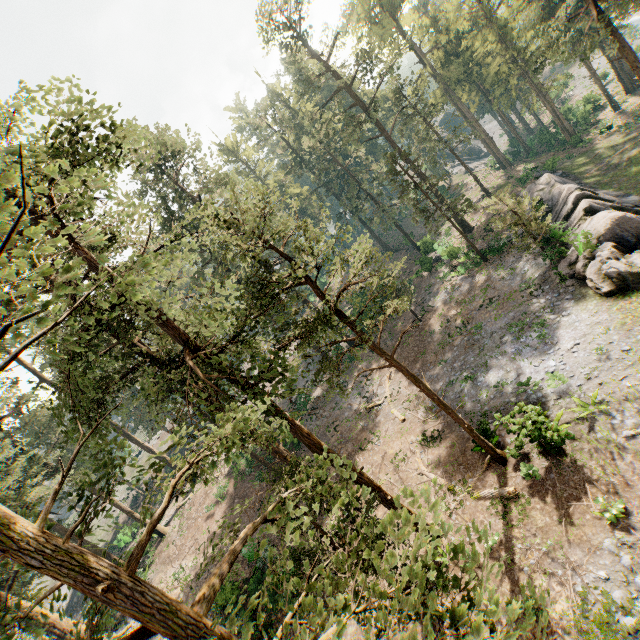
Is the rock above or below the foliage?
below

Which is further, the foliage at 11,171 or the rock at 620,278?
the rock at 620,278

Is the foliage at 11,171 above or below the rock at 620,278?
above

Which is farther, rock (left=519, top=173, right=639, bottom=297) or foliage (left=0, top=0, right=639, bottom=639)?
rock (left=519, top=173, right=639, bottom=297)

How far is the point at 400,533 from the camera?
4.3m
